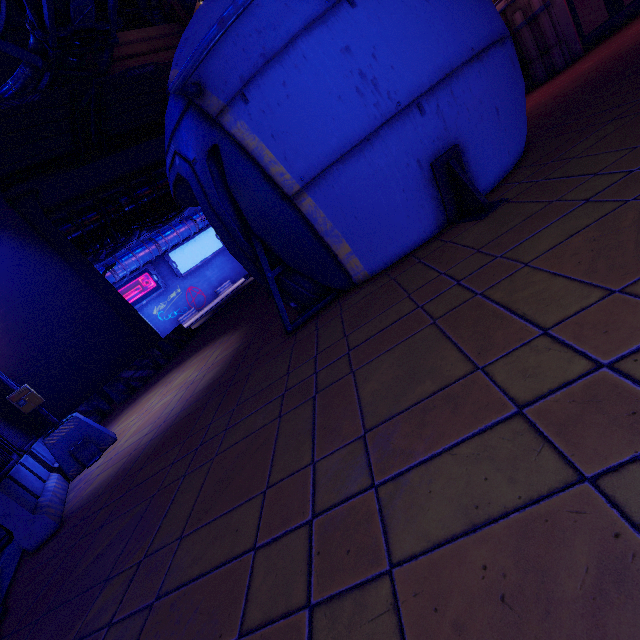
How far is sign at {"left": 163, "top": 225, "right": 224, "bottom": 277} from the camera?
36.2 meters

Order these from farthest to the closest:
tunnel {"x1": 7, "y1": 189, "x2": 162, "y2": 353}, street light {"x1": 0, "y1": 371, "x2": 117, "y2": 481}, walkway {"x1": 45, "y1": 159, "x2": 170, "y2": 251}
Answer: walkway {"x1": 45, "y1": 159, "x2": 170, "y2": 251} → tunnel {"x1": 7, "y1": 189, "x2": 162, "y2": 353} → street light {"x1": 0, "y1": 371, "x2": 117, "y2": 481}

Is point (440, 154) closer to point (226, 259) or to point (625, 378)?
point (625, 378)

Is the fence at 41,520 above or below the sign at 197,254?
below

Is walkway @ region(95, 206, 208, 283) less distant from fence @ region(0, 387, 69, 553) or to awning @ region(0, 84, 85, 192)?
awning @ region(0, 84, 85, 192)

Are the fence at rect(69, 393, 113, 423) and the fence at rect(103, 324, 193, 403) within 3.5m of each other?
yes

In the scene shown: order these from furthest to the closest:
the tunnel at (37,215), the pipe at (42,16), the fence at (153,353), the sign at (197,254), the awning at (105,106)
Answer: the sign at (197,254) < the tunnel at (37,215) < the awning at (105,106) < the fence at (153,353) < the pipe at (42,16)

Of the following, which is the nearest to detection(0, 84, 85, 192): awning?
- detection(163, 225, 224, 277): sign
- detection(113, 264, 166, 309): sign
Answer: detection(113, 264, 166, 309): sign
